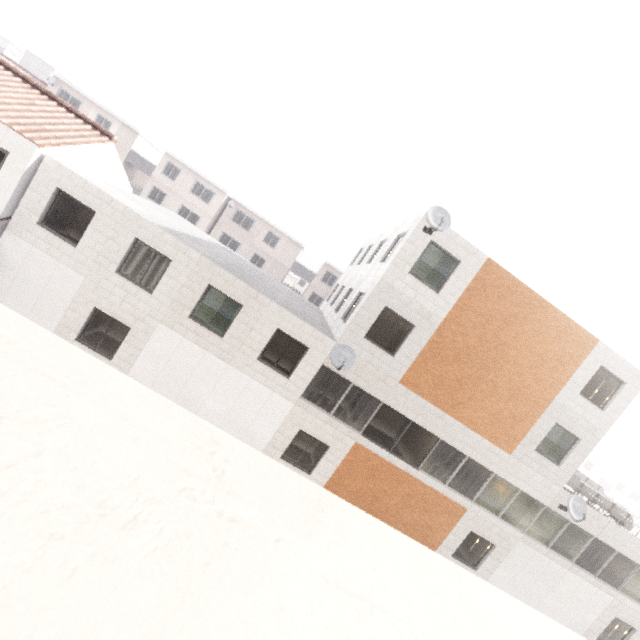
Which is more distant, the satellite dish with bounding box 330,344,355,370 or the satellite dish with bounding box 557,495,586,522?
the satellite dish with bounding box 557,495,586,522

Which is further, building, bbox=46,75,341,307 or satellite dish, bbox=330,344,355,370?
building, bbox=46,75,341,307

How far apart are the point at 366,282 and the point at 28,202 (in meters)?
12.74

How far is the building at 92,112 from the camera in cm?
3300

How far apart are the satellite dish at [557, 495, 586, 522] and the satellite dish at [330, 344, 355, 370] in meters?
11.2 m

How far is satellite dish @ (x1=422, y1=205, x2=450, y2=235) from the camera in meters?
A: 11.3

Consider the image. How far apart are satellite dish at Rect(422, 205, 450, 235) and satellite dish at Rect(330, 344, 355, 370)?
5.17m

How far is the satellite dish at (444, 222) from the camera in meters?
11.3
